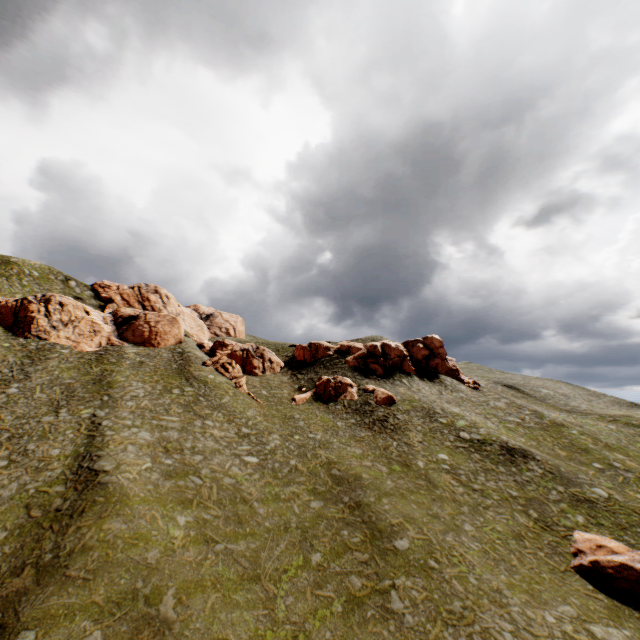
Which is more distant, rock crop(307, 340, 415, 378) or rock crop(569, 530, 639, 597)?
rock crop(307, 340, 415, 378)

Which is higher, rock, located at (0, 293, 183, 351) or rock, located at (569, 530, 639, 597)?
rock, located at (0, 293, 183, 351)

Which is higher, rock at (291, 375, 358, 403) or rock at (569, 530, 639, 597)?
rock at (291, 375, 358, 403)

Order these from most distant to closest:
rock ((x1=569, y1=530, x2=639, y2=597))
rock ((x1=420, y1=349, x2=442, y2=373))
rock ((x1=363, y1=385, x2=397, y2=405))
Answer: rock ((x1=420, y1=349, x2=442, y2=373)), rock ((x1=363, y1=385, x2=397, y2=405)), rock ((x1=569, y1=530, x2=639, y2=597))

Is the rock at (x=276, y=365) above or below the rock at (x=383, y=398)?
above

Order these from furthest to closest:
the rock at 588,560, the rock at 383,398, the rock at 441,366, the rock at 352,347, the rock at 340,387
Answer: the rock at 441,366
the rock at 352,347
the rock at 340,387
the rock at 383,398
the rock at 588,560

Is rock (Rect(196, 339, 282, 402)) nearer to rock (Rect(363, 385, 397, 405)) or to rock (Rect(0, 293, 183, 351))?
rock (Rect(363, 385, 397, 405))

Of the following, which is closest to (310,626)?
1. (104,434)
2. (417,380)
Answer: (104,434)
